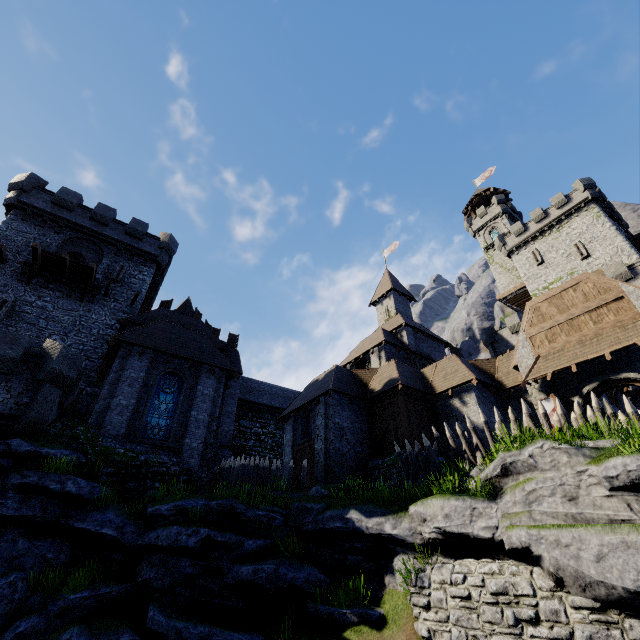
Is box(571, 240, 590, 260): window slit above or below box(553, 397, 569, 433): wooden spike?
above

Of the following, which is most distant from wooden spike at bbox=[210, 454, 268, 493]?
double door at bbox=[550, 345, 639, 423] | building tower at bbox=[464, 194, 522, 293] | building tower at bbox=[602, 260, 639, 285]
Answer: building tower at bbox=[464, 194, 522, 293]

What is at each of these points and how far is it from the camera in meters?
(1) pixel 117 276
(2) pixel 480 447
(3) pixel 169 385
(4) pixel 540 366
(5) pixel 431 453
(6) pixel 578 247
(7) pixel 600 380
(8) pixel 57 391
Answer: (1) window slit, 24.9
(2) wooden spike, 12.0
(3) window glass, 18.2
(4) awning, 15.9
(5) wooden spike, 12.6
(6) window slit, 35.8
(7) double door, 14.1
(8) building tower, 14.8

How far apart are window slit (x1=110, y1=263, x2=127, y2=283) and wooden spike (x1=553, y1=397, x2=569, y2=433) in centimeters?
2785cm

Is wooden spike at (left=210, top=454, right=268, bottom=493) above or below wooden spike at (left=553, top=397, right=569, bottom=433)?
below

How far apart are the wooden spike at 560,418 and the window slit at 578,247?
33.1 meters

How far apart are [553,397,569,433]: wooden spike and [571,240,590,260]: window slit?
33.11m

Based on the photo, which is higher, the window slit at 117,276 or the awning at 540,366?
the window slit at 117,276
